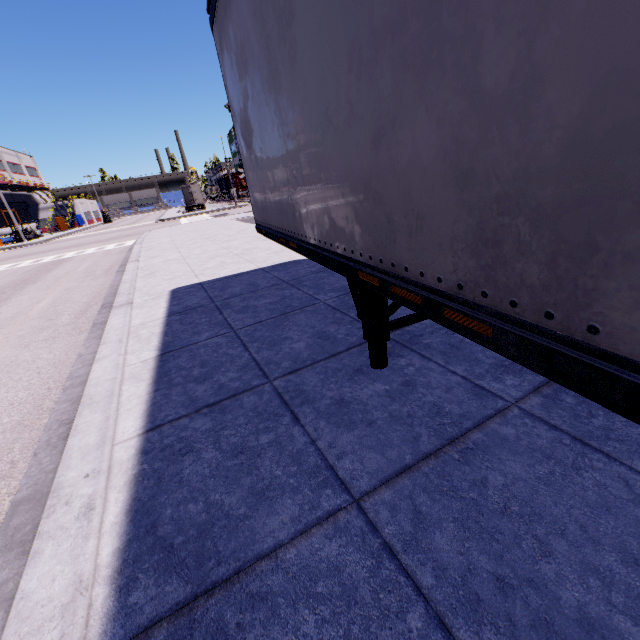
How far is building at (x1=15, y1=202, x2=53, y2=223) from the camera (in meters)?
56.19

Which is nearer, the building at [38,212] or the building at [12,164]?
the building at [12,164]

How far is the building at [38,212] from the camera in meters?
56.2

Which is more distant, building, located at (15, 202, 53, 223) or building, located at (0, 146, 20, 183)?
building, located at (15, 202, 53, 223)

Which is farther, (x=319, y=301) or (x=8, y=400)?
(x=319, y=301)

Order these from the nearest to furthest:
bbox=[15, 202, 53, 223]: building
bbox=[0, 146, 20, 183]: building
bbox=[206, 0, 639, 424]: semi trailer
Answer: bbox=[206, 0, 639, 424]: semi trailer < bbox=[0, 146, 20, 183]: building < bbox=[15, 202, 53, 223]: building

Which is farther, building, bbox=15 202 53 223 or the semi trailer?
building, bbox=15 202 53 223
